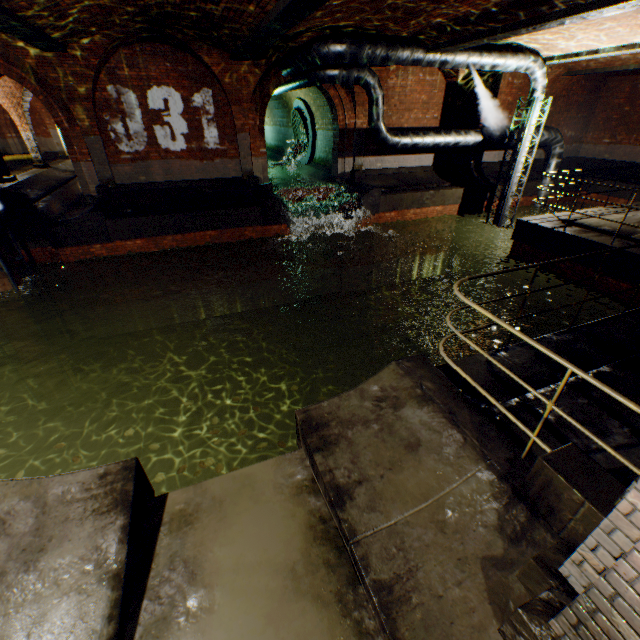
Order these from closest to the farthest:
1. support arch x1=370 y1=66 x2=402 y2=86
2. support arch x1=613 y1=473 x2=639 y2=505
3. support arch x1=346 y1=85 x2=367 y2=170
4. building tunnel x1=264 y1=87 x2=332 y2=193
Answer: support arch x1=613 y1=473 x2=639 y2=505, support arch x1=370 y1=66 x2=402 y2=86, support arch x1=346 y1=85 x2=367 y2=170, building tunnel x1=264 y1=87 x2=332 y2=193

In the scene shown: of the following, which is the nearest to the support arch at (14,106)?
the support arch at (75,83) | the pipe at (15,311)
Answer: the support arch at (75,83)

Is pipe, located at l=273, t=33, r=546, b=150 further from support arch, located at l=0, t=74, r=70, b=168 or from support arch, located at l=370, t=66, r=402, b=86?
support arch, located at l=0, t=74, r=70, b=168

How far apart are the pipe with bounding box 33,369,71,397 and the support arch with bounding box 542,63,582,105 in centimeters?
2201cm

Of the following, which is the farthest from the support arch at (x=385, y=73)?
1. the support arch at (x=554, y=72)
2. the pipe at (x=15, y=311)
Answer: the pipe at (x=15, y=311)

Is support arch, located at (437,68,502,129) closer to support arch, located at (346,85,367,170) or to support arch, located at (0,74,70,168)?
support arch, located at (346,85,367,170)

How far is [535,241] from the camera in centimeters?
986cm

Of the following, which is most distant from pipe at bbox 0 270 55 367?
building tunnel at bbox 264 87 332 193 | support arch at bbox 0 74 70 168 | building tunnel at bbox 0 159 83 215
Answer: support arch at bbox 0 74 70 168
